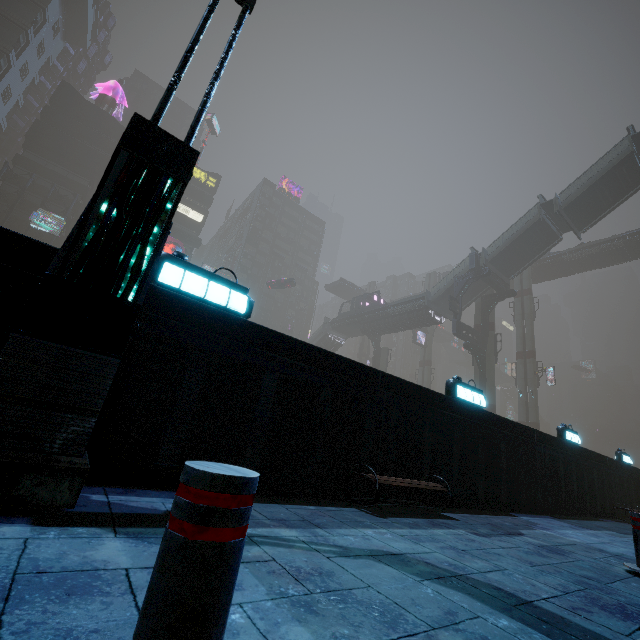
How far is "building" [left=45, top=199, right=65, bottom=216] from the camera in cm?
4672

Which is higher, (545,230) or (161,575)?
(545,230)

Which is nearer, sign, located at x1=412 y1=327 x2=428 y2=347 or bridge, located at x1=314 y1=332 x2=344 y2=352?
bridge, located at x1=314 y1=332 x2=344 y2=352

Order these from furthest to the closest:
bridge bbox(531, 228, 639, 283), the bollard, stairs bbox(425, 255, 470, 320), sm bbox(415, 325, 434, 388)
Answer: sm bbox(415, 325, 434, 388), bridge bbox(531, 228, 639, 283), stairs bbox(425, 255, 470, 320), the bollard

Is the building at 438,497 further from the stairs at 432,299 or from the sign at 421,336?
the sign at 421,336

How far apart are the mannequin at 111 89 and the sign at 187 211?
15.6m

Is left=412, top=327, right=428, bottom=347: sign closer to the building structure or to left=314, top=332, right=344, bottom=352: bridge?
Result: left=314, top=332, right=344, bottom=352: bridge

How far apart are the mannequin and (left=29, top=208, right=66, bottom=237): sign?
22.45m
